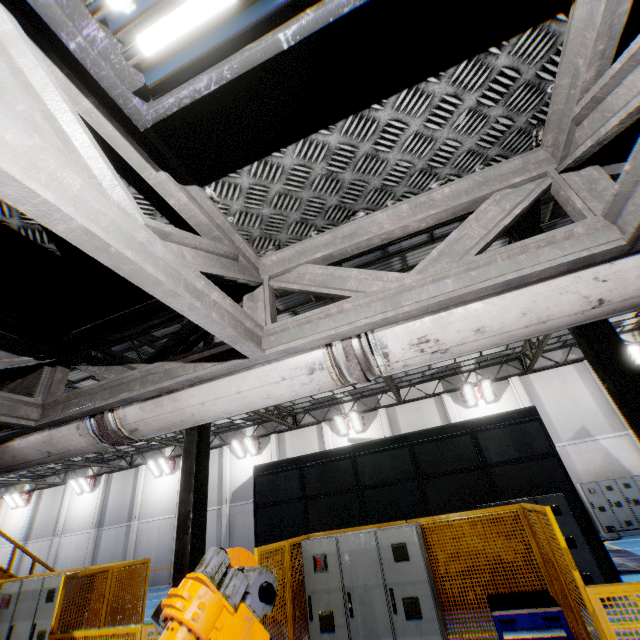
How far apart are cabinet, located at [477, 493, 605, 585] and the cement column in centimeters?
986cm

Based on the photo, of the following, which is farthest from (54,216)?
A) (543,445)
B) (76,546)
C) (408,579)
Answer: (76,546)

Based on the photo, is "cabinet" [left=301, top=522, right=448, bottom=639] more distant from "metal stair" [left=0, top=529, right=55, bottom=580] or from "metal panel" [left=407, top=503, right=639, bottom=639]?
"metal stair" [left=0, top=529, right=55, bottom=580]

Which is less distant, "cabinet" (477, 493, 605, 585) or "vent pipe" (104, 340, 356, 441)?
"vent pipe" (104, 340, 356, 441)

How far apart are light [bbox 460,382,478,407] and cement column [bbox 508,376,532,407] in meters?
1.9

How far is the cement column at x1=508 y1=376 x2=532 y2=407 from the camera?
18.16m

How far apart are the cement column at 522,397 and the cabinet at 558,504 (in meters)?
9.86

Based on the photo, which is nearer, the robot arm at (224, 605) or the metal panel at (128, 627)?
the robot arm at (224, 605)
